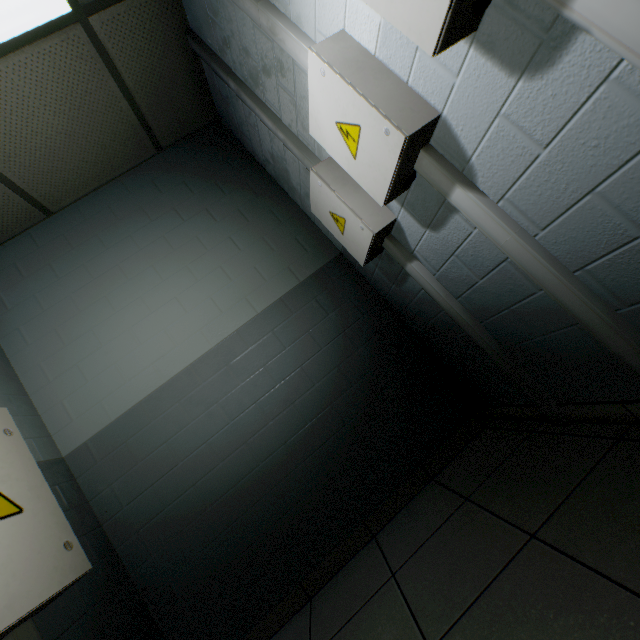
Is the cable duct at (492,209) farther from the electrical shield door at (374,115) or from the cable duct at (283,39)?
the cable duct at (283,39)

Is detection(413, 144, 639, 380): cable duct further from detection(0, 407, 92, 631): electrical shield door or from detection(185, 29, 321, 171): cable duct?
detection(0, 407, 92, 631): electrical shield door

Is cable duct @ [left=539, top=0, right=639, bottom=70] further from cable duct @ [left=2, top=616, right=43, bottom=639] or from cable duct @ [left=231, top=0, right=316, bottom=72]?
cable duct @ [left=2, top=616, right=43, bottom=639]

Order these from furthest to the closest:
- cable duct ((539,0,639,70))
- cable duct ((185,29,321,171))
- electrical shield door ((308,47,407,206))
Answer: cable duct ((185,29,321,171))
electrical shield door ((308,47,407,206))
cable duct ((539,0,639,70))

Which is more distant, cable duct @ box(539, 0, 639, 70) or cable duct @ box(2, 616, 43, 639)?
cable duct @ box(2, 616, 43, 639)

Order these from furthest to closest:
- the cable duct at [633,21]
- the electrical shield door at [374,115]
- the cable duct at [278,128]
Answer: the cable duct at [278,128]
the electrical shield door at [374,115]
the cable duct at [633,21]

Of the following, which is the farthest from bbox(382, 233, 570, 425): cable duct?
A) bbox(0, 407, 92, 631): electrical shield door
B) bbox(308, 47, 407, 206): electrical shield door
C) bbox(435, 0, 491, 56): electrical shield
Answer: bbox(0, 407, 92, 631): electrical shield door

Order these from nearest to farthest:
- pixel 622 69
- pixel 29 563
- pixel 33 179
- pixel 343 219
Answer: pixel 622 69
pixel 29 563
pixel 343 219
pixel 33 179
